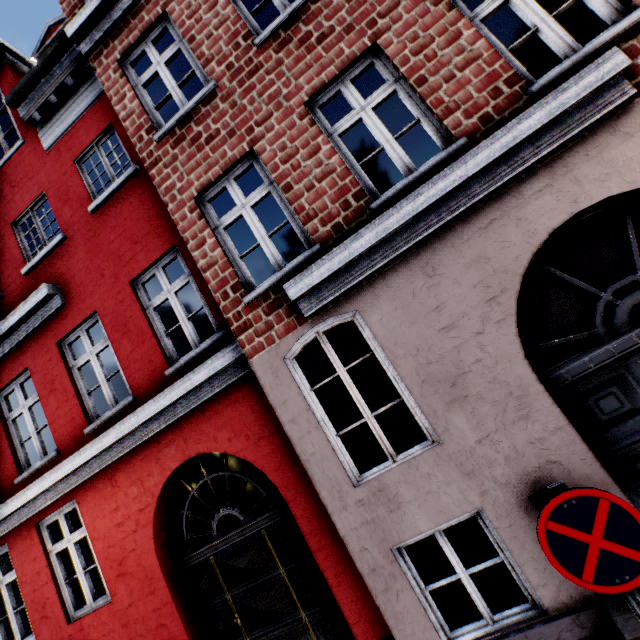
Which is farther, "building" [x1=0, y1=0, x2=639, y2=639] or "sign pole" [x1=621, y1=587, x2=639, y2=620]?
"building" [x1=0, y1=0, x2=639, y2=639]

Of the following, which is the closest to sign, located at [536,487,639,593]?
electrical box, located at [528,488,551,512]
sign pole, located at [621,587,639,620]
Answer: sign pole, located at [621,587,639,620]

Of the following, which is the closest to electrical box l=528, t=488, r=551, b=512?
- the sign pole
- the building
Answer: the building

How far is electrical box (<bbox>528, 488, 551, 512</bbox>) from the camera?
2.9 meters

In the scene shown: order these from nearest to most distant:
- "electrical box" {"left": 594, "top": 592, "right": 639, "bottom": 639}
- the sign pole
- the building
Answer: the sign pole < "electrical box" {"left": 594, "top": 592, "right": 639, "bottom": 639} < the building

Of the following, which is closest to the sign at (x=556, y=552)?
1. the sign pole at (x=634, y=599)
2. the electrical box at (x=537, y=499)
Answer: the sign pole at (x=634, y=599)

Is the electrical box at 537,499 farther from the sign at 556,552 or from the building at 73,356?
the sign at 556,552

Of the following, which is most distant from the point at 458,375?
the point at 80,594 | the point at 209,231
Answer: the point at 80,594
